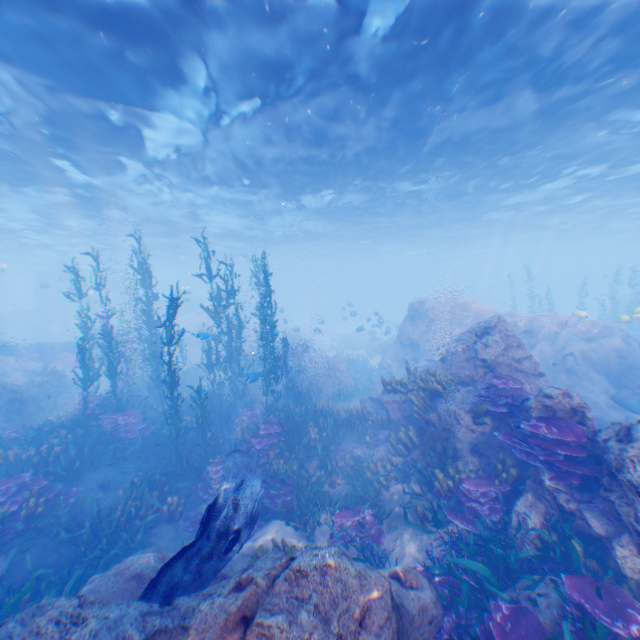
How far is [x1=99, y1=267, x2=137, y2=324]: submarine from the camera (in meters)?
40.81

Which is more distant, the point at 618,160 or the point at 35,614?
the point at 618,160

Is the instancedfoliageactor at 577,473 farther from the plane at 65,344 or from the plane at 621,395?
the plane at 65,344

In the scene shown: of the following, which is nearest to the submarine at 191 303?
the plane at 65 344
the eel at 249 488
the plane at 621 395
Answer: the plane at 65 344

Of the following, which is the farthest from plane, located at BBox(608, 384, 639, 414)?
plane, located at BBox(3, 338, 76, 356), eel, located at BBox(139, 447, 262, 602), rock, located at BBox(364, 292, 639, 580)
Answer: plane, located at BBox(3, 338, 76, 356)

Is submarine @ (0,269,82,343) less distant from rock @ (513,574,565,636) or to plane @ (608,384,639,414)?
rock @ (513,574,565,636)

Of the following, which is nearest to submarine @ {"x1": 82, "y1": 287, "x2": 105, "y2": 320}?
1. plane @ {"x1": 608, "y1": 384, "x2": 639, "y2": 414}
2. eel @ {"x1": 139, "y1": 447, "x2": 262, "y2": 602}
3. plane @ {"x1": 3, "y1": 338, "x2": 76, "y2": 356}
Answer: plane @ {"x1": 3, "y1": 338, "x2": 76, "y2": 356}
